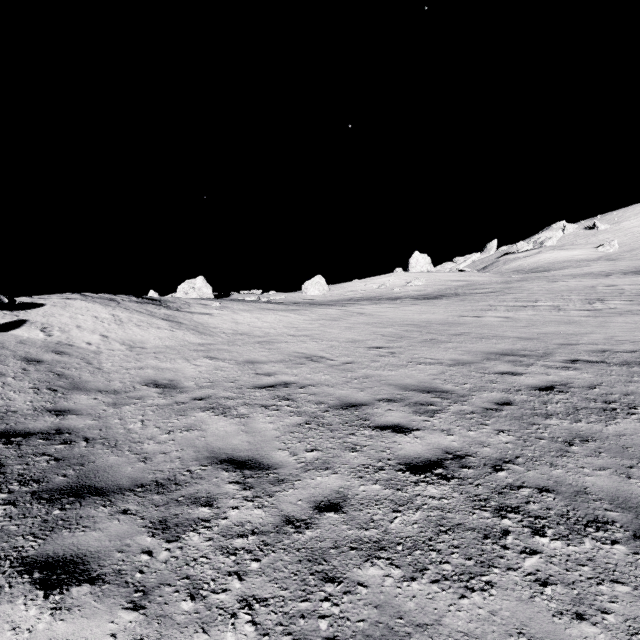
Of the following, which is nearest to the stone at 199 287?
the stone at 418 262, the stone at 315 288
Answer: the stone at 315 288

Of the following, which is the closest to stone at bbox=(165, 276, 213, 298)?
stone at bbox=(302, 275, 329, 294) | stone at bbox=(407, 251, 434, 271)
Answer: stone at bbox=(302, 275, 329, 294)

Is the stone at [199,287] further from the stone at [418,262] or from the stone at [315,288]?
the stone at [418,262]

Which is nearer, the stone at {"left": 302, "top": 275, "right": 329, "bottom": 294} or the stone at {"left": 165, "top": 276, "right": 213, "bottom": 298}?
the stone at {"left": 165, "top": 276, "right": 213, "bottom": 298}

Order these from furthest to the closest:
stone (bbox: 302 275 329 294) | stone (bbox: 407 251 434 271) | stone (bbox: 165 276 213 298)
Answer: stone (bbox: 407 251 434 271) < stone (bbox: 302 275 329 294) < stone (bbox: 165 276 213 298)

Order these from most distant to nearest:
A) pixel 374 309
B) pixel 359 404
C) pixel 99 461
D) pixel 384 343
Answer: pixel 374 309 < pixel 384 343 < pixel 359 404 < pixel 99 461

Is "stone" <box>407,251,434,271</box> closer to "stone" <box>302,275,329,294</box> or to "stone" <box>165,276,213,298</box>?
"stone" <box>302,275,329,294</box>

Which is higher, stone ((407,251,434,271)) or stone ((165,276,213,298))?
stone ((165,276,213,298))
